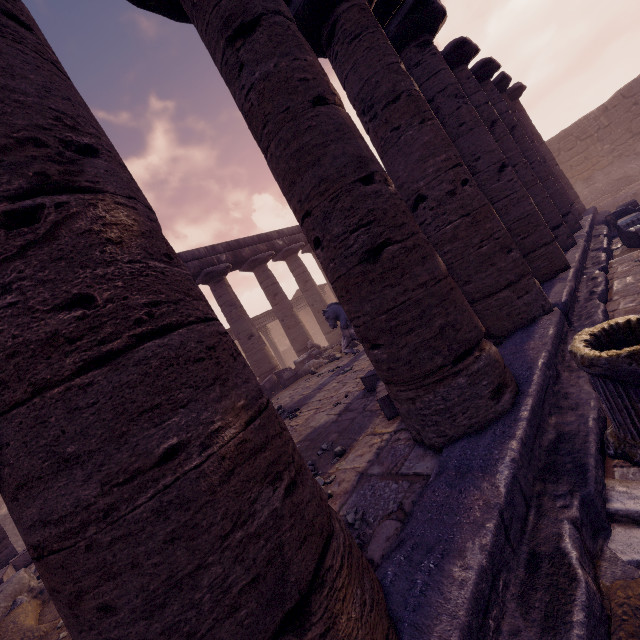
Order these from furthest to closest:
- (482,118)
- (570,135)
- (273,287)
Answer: (570,135)
(273,287)
(482,118)

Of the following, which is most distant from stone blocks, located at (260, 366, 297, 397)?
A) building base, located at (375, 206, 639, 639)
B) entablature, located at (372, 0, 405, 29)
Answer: entablature, located at (372, 0, 405, 29)

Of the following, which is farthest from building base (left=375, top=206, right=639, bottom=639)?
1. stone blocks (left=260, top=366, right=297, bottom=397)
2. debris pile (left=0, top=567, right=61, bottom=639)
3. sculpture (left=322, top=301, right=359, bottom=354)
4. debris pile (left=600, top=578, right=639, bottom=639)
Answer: sculpture (left=322, top=301, right=359, bottom=354)

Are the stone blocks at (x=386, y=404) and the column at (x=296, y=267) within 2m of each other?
no

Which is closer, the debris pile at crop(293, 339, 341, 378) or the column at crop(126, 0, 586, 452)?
the column at crop(126, 0, 586, 452)

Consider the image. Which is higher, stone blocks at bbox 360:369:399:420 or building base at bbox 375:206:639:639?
stone blocks at bbox 360:369:399:420

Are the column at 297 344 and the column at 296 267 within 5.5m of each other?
yes

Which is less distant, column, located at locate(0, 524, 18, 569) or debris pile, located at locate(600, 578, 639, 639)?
debris pile, located at locate(600, 578, 639, 639)
